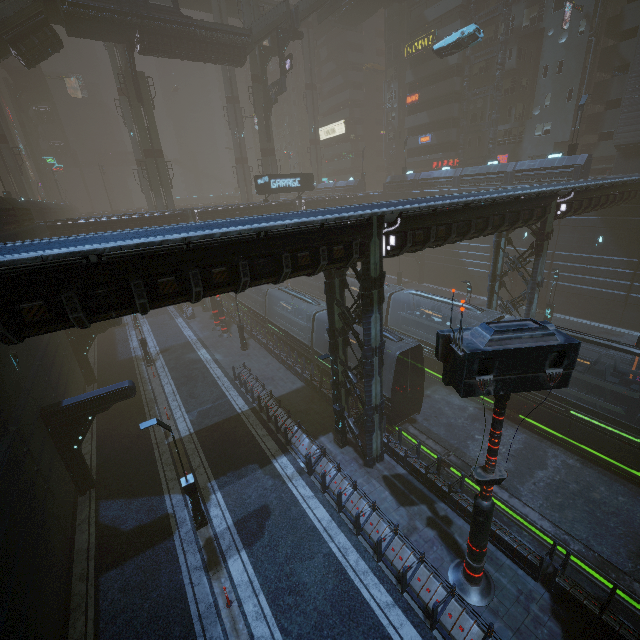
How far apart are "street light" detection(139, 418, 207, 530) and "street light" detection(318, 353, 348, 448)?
6.62m

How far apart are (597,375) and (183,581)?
20.71m

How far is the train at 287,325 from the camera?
23.53m

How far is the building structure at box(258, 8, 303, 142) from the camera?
38.5 meters

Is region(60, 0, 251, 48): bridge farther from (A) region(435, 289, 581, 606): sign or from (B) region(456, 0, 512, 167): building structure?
(A) region(435, 289, 581, 606): sign

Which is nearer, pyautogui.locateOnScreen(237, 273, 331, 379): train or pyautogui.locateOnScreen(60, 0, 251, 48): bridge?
pyautogui.locateOnScreen(237, 273, 331, 379): train

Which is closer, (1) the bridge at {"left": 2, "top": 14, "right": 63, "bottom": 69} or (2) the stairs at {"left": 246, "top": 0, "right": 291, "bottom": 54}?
(1) the bridge at {"left": 2, "top": 14, "right": 63, "bottom": 69}

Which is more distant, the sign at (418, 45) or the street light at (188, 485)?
the sign at (418, 45)
